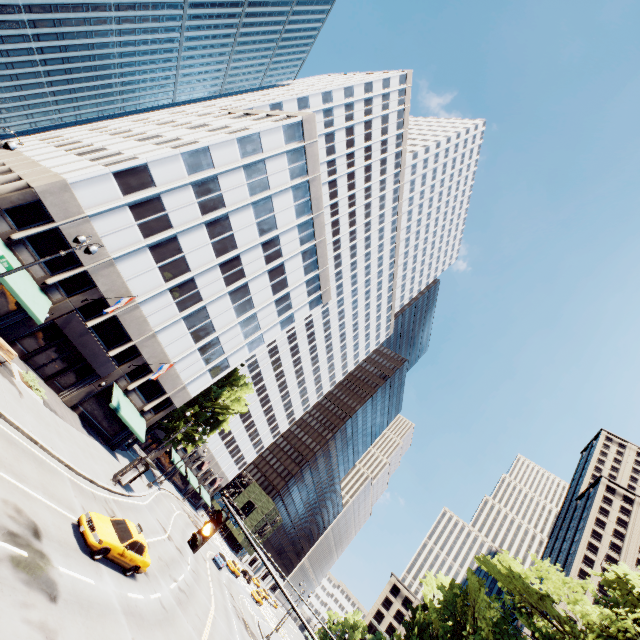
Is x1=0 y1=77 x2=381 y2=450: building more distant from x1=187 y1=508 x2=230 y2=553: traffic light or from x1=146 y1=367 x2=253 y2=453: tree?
x1=187 y1=508 x2=230 y2=553: traffic light

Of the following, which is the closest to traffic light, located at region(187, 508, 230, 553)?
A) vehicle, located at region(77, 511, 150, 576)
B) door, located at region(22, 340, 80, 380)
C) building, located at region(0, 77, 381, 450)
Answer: vehicle, located at region(77, 511, 150, 576)

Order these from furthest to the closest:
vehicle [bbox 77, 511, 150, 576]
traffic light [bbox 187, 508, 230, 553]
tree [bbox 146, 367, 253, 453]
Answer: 1. tree [bbox 146, 367, 253, 453]
2. vehicle [bbox 77, 511, 150, 576]
3. traffic light [bbox 187, 508, 230, 553]

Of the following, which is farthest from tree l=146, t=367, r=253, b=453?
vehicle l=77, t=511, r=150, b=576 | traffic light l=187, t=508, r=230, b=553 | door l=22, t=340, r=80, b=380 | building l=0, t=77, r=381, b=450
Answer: vehicle l=77, t=511, r=150, b=576

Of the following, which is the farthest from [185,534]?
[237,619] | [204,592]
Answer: [204,592]

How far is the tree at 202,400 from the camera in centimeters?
4003cm

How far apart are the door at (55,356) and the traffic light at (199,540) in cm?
2686

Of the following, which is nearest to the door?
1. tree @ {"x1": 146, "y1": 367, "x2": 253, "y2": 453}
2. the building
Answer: the building
